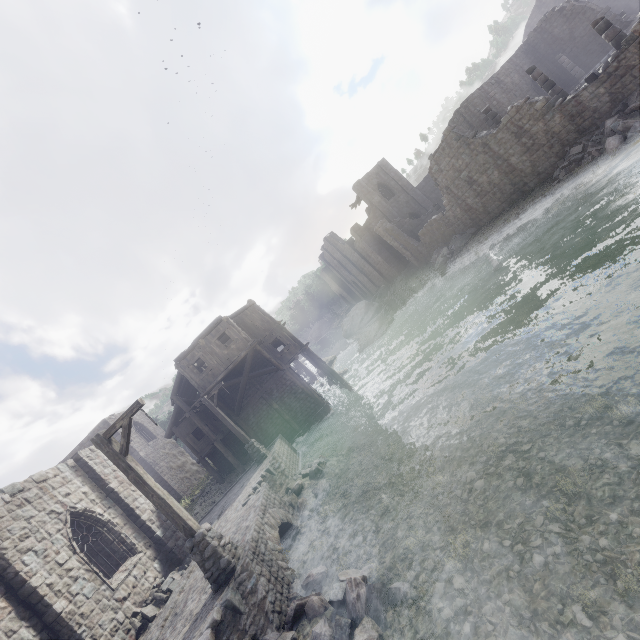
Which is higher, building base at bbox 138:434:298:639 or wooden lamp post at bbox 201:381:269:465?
wooden lamp post at bbox 201:381:269:465

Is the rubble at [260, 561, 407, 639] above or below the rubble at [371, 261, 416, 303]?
below

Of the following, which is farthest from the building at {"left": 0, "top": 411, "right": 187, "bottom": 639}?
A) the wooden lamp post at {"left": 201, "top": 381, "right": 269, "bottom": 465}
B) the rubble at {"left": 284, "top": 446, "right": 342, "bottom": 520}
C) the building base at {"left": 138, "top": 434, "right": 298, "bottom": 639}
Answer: the rubble at {"left": 284, "top": 446, "right": 342, "bottom": 520}

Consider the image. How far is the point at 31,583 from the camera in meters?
9.1 m

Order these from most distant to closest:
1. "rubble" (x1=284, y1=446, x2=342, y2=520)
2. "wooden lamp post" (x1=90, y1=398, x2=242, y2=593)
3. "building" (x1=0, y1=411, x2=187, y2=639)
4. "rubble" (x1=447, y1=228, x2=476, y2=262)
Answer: "rubble" (x1=447, y1=228, x2=476, y2=262), "rubble" (x1=284, y1=446, x2=342, y2=520), "building" (x1=0, y1=411, x2=187, y2=639), "wooden lamp post" (x1=90, y1=398, x2=242, y2=593)

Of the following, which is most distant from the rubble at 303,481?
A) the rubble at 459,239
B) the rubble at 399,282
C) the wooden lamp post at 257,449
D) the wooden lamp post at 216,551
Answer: the rubble at 399,282

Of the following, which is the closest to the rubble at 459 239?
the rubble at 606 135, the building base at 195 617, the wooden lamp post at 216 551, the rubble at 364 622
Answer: the rubble at 606 135

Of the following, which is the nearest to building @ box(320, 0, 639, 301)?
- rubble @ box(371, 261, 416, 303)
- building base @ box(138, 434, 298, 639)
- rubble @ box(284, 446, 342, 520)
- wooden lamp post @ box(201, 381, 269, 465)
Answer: rubble @ box(371, 261, 416, 303)
